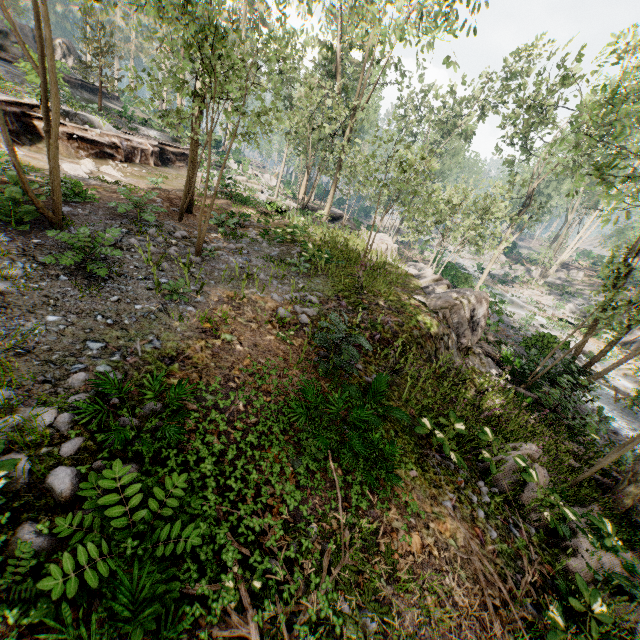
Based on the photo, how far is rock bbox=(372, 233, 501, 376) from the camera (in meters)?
12.44

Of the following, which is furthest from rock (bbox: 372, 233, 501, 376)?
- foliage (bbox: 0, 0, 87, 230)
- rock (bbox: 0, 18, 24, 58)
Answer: rock (bbox: 0, 18, 24, 58)

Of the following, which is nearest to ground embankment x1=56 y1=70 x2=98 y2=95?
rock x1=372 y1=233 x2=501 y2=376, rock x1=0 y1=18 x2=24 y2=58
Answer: rock x1=372 y1=233 x2=501 y2=376

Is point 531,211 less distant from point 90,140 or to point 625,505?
point 625,505

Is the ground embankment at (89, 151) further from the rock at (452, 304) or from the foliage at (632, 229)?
the rock at (452, 304)

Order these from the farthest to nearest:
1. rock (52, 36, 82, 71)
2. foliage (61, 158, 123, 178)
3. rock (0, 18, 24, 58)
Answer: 1. rock (52, 36, 82, 71)
2. rock (0, 18, 24, 58)
3. foliage (61, 158, 123, 178)

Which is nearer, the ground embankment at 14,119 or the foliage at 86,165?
the foliage at 86,165

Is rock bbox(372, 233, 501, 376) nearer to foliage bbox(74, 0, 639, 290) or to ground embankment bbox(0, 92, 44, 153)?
foliage bbox(74, 0, 639, 290)
